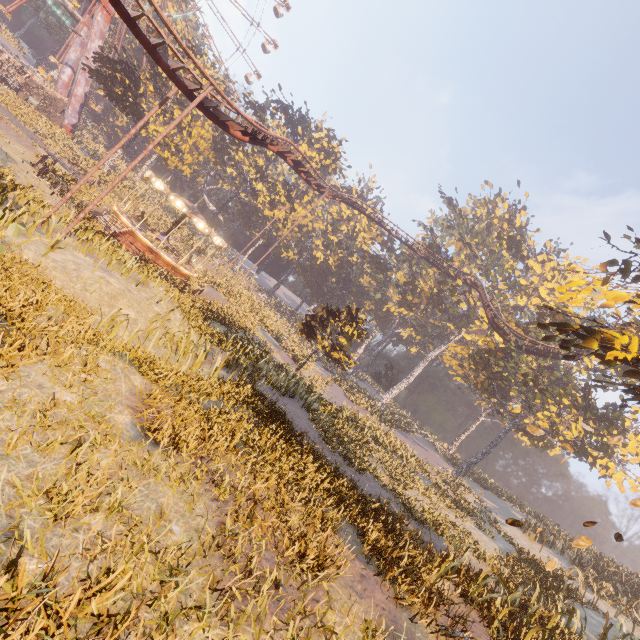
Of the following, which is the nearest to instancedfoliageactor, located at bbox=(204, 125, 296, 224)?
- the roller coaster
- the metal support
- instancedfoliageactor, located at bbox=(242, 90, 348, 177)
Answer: the roller coaster

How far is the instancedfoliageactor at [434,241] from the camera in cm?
4610

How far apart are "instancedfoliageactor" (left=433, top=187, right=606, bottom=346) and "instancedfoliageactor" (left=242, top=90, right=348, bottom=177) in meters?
38.4

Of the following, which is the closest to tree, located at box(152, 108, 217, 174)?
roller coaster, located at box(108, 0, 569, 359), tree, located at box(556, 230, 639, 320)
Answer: roller coaster, located at box(108, 0, 569, 359)

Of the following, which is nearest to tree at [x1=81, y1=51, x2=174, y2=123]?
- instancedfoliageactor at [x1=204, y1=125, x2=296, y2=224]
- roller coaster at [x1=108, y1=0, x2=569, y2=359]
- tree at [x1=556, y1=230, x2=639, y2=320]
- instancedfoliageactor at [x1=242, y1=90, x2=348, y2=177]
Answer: instancedfoliageactor at [x1=204, y1=125, x2=296, y2=224]

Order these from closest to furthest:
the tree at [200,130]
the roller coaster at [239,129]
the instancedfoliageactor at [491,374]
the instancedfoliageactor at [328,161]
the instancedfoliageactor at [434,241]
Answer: the instancedfoliageactor at [491,374]
the roller coaster at [239,129]
the tree at [200,130]
the instancedfoliageactor at [434,241]
the instancedfoliageactor at [328,161]

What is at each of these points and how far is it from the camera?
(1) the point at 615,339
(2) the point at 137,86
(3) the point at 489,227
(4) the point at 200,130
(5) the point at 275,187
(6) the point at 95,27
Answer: (1) tree, 6.7 meters
(2) tree, 34.0 meters
(3) instancedfoliageactor, 52.8 meters
(4) tree, 39.4 meters
(5) instancedfoliageactor, 51.0 meters
(6) metal support, 39.0 meters

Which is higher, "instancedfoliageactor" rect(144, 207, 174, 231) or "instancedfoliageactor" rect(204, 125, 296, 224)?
"instancedfoliageactor" rect(204, 125, 296, 224)
